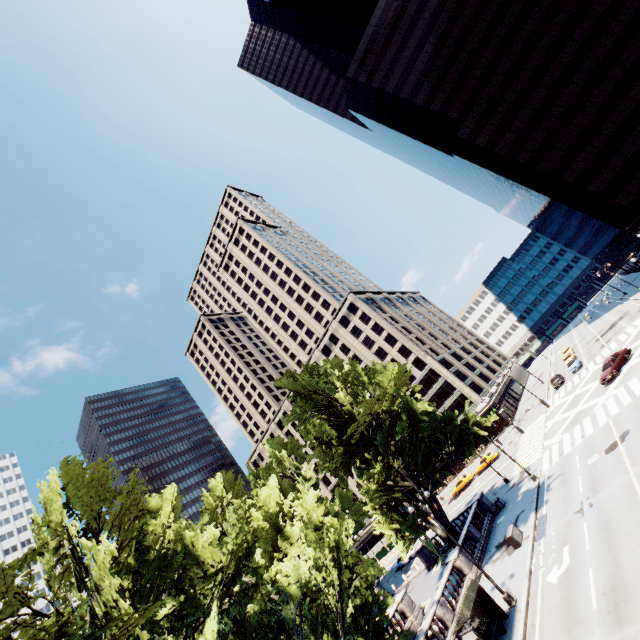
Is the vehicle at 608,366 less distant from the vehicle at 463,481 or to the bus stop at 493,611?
the vehicle at 463,481

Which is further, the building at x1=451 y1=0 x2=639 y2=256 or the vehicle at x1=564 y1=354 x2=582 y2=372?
the vehicle at x1=564 y1=354 x2=582 y2=372

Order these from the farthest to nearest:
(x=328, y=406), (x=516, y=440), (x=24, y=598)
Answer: (x=516, y=440), (x=328, y=406), (x=24, y=598)

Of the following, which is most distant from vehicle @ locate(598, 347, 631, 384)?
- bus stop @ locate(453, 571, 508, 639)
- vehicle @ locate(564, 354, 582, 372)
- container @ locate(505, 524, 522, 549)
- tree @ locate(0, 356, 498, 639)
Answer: bus stop @ locate(453, 571, 508, 639)

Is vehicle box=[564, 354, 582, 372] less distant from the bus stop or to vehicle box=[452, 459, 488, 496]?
vehicle box=[452, 459, 488, 496]

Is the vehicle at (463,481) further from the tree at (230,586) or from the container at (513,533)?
the container at (513,533)

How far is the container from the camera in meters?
23.6

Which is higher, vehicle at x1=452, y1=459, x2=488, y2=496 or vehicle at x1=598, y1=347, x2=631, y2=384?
vehicle at x1=452, y1=459, x2=488, y2=496
